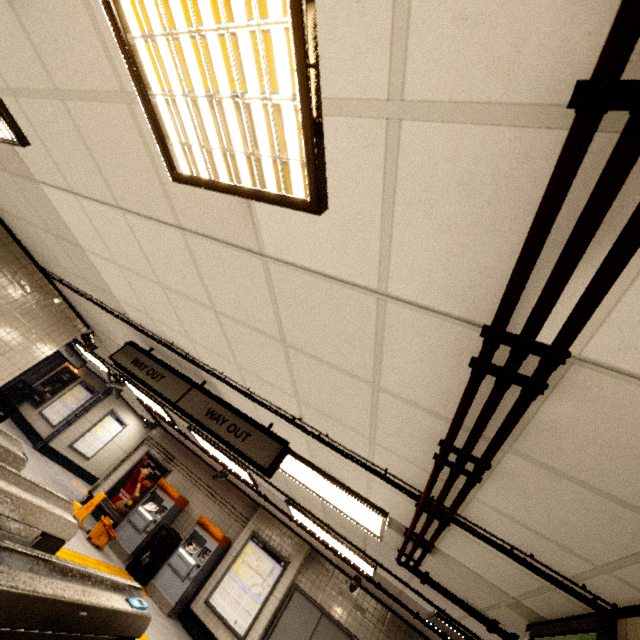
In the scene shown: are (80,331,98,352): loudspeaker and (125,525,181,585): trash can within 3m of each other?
no

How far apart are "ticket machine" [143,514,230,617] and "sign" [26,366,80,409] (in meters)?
8.79

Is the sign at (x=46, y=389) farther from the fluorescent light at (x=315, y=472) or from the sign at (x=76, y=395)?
the fluorescent light at (x=315, y=472)

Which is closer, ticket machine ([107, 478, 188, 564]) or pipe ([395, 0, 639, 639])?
pipe ([395, 0, 639, 639])

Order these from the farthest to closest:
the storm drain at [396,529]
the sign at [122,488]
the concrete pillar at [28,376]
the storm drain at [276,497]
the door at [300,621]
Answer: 1. the concrete pillar at [28,376]
2. the sign at [122,488]
3. the door at [300,621]
4. the storm drain at [276,497]
5. the storm drain at [396,529]

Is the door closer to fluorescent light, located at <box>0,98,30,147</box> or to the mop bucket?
the mop bucket

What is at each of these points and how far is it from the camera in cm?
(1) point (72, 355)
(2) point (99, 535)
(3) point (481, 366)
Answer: (1) sign, 1098
(2) mop bucket, 764
(3) pipe, 134

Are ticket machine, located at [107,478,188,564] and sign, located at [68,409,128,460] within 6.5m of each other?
yes
